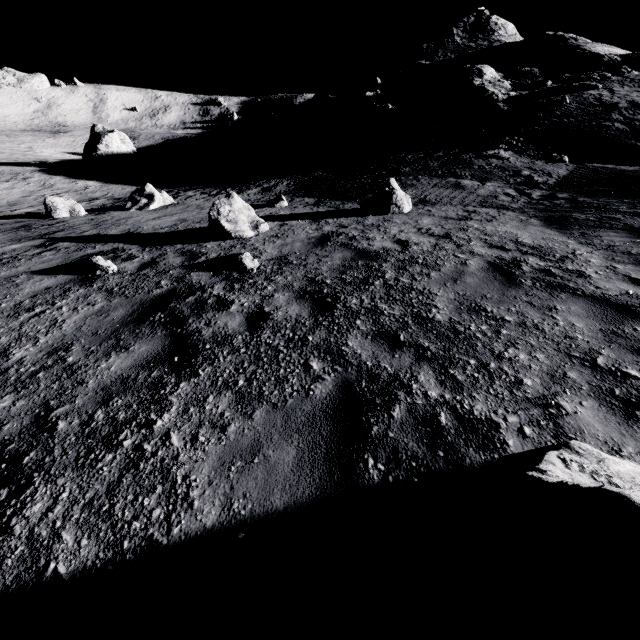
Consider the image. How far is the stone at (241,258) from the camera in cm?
654

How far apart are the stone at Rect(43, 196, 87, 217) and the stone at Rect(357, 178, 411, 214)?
12.0m

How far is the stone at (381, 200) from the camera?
10.3 meters

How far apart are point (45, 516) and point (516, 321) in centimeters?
520cm

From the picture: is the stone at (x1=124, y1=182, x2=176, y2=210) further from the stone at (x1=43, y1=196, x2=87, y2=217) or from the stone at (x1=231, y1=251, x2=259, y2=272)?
the stone at (x1=231, y1=251, x2=259, y2=272)

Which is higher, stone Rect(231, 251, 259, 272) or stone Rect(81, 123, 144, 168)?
stone Rect(81, 123, 144, 168)

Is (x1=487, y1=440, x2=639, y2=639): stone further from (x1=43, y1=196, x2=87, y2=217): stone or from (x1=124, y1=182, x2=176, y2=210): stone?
(x1=43, y1=196, x2=87, y2=217): stone

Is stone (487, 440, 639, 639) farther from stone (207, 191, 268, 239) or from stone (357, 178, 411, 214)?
stone (357, 178, 411, 214)
